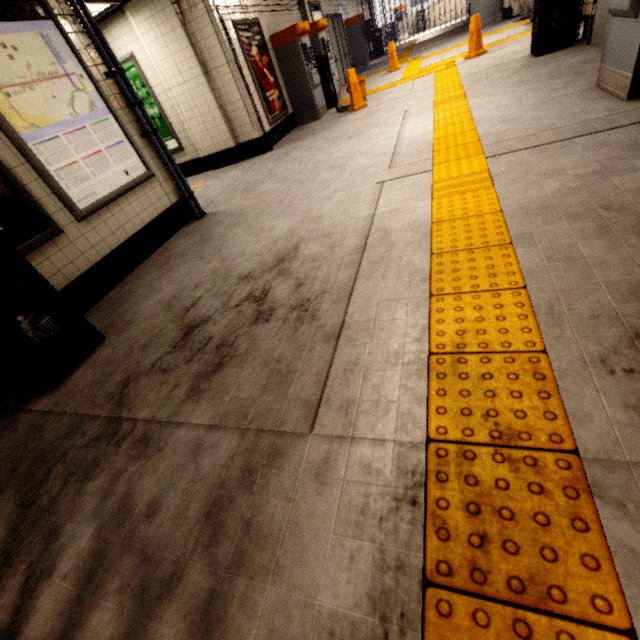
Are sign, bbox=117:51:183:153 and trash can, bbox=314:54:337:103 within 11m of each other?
yes

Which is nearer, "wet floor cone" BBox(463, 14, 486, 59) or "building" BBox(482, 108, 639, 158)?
"building" BBox(482, 108, 639, 158)

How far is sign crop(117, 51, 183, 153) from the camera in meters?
6.4 m

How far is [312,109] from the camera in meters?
8.1 m

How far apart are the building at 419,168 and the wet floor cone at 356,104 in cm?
475

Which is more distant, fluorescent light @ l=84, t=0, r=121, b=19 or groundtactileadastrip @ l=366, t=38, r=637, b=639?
fluorescent light @ l=84, t=0, r=121, b=19

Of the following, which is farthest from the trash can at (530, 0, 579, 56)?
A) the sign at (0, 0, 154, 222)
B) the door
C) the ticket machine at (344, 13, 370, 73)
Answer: the ticket machine at (344, 13, 370, 73)

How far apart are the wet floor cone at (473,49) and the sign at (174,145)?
7.17m
